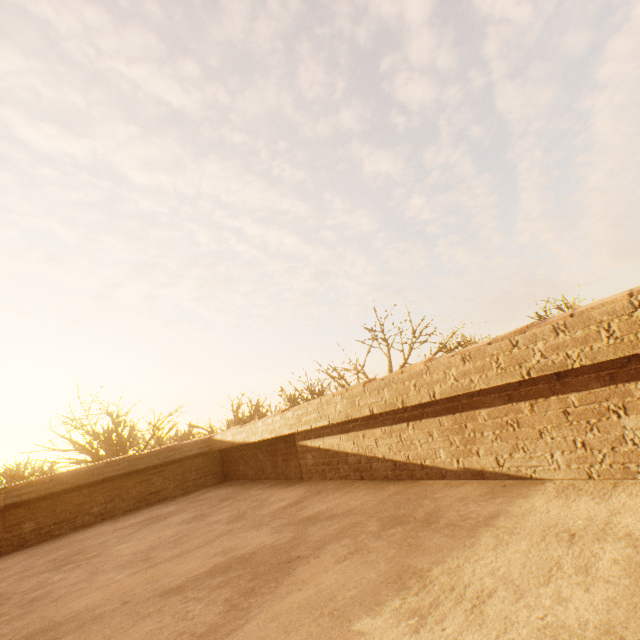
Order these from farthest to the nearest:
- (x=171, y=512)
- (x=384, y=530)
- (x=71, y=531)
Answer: (x=71, y=531) < (x=171, y=512) < (x=384, y=530)
